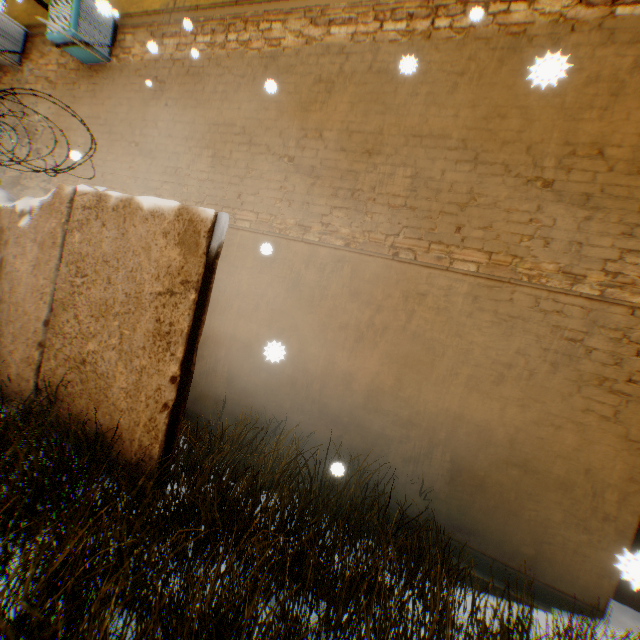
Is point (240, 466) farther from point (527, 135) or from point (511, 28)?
point (511, 28)

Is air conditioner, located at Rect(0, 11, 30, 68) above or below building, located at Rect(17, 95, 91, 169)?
above

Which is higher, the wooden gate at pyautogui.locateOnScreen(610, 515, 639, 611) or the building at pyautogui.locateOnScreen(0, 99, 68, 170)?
the building at pyautogui.locateOnScreen(0, 99, 68, 170)

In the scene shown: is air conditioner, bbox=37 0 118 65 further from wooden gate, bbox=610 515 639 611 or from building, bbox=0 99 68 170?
wooden gate, bbox=610 515 639 611

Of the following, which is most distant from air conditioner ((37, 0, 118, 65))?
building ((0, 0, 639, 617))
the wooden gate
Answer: the wooden gate

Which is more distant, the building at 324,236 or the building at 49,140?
the building at 49,140

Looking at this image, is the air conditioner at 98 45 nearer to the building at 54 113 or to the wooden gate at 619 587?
the building at 54 113
